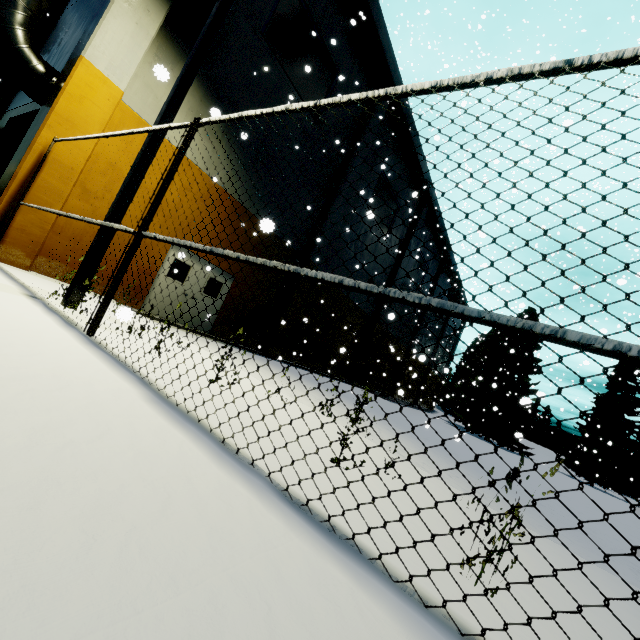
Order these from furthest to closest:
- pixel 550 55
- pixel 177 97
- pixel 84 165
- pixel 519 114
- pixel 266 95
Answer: pixel 550 55 < pixel 519 114 < pixel 266 95 < pixel 84 165 < pixel 177 97

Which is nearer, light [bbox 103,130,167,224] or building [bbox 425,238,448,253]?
light [bbox 103,130,167,224]

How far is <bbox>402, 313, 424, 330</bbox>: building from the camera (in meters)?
29.65

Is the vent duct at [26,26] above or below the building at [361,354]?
above

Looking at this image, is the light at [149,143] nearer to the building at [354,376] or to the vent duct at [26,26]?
the building at [354,376]

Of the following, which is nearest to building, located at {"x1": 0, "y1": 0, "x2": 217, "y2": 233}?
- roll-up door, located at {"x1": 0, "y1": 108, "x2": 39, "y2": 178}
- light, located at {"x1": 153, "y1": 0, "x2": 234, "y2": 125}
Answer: roll-up door, located at {"x1": 0, "y1": 108, "x2": 39, "y2": 178}

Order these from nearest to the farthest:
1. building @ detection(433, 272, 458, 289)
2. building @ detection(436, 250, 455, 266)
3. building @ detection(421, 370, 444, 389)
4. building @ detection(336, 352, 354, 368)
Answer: building @ detection(336, 352, 354, 368) → building @ detection(436, 250, 455, 266) → building @ detection(433, 272, 458, 289) → building @ detection(421, 370, 444, 389)

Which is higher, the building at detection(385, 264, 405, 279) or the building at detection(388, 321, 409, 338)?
the building at detection(385, 264, 405, 279)
